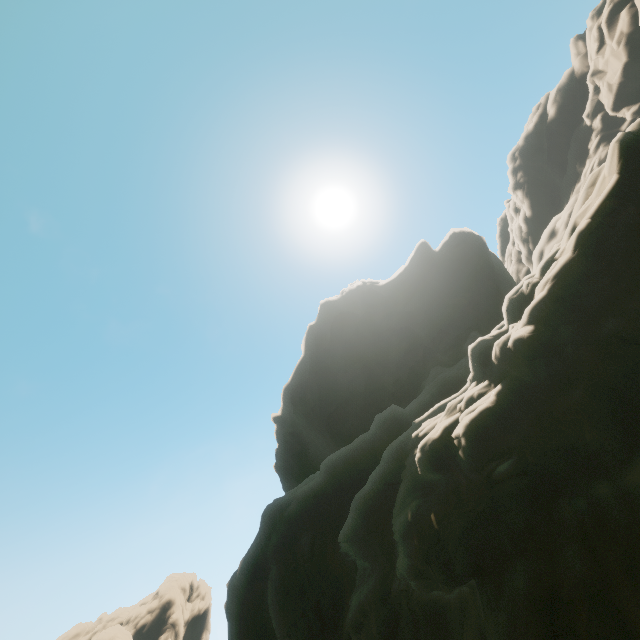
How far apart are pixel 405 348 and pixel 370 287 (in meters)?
10.79
